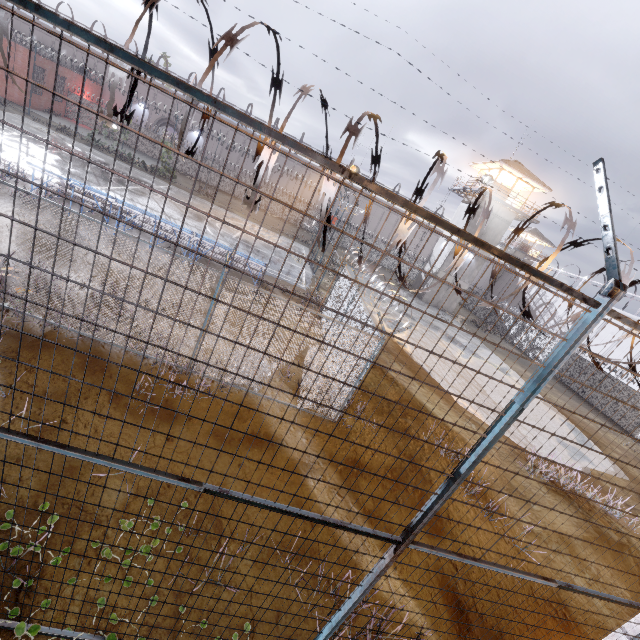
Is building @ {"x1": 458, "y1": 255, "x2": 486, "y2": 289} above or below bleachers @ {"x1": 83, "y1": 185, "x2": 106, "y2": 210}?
above

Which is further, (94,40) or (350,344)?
(350,344)

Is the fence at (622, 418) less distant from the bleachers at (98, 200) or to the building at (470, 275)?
the bleachers at (98, 200)

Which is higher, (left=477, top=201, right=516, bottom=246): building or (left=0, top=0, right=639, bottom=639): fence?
(left=477, top=201, right=516, bottom=246): building

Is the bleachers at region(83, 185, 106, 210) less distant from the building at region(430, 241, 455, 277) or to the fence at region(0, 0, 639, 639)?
the fence at region(0, 0, 639, 639)

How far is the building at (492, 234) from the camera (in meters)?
31.66

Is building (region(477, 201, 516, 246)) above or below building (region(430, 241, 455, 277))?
above
